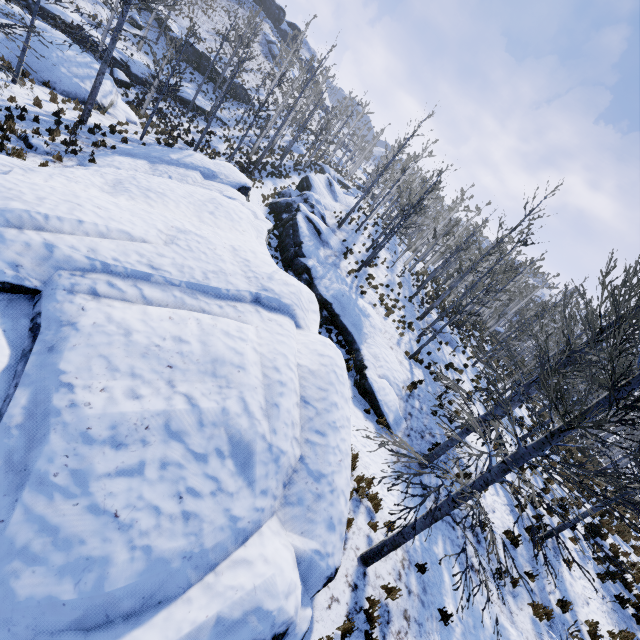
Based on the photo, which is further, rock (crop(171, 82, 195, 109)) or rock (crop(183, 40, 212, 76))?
rock (crop(183, 40, 212, 76))

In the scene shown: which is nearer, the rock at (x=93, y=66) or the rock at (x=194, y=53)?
the rock at (x=93, y=66)

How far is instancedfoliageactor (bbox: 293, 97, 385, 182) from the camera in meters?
39.0

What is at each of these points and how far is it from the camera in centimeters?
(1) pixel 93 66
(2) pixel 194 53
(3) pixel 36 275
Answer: (1) rock, 1967cm
(2) rock, 3659cm
(3) rock, 596cm

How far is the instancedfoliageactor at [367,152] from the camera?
39.03m

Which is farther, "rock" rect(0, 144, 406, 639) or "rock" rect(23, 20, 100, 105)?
"rock" rect(23, 20, 100, 105)

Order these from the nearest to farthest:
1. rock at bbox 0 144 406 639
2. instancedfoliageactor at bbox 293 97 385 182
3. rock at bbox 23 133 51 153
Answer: rock at bbox 0 144 406 639
rock at bbox 23 133 51 153
instancedfoliageactor at bbox 293 97 385 182

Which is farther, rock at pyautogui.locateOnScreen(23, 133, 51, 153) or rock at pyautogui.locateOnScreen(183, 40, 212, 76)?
rock at pyautogui.locateOnScreen(183, 40, 212, 76)
